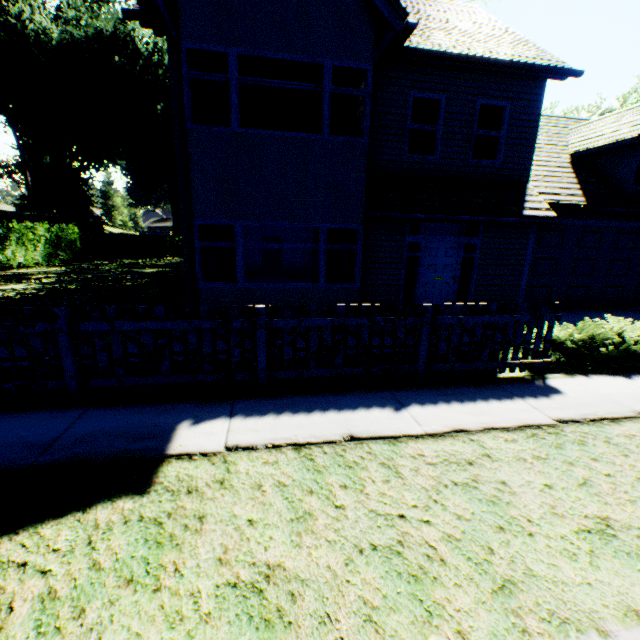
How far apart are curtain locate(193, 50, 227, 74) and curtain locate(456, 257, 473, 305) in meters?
7.5

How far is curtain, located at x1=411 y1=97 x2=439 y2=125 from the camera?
Answer: 9.09m

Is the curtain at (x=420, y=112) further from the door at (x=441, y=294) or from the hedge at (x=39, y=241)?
the hedge at (x=39, y=241)

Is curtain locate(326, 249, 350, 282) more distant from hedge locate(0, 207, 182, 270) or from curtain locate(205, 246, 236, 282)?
hedge locate(0, 207, 182, 270)

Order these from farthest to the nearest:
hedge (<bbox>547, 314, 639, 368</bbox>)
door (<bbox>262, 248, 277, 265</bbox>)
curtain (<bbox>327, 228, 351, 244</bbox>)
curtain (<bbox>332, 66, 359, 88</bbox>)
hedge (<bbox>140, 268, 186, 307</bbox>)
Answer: door (<bbox>262, 248, 277, 265</bbox>) → hedge (<bbox>140, 268, 186, 307</bbox>) → curtain (<bbox>327, 228, 351, 244</bbox>) → curtain (<bbox>332, 66, 359, 88</bbox>) → hedge (<bbox>547, 314, 639, 368</bbox>)

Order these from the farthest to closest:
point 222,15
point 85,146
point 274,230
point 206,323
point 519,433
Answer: point 85,146, point 274,230, point 222,15, point 206,323, point 519,433

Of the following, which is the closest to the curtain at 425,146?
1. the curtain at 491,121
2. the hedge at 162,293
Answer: the curtain at 491,121

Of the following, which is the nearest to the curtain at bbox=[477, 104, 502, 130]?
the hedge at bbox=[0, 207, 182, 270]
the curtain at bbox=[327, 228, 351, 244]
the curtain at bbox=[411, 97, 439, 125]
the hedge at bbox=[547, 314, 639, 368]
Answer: the curtain at bbox=[411, 97, 439, 125]
